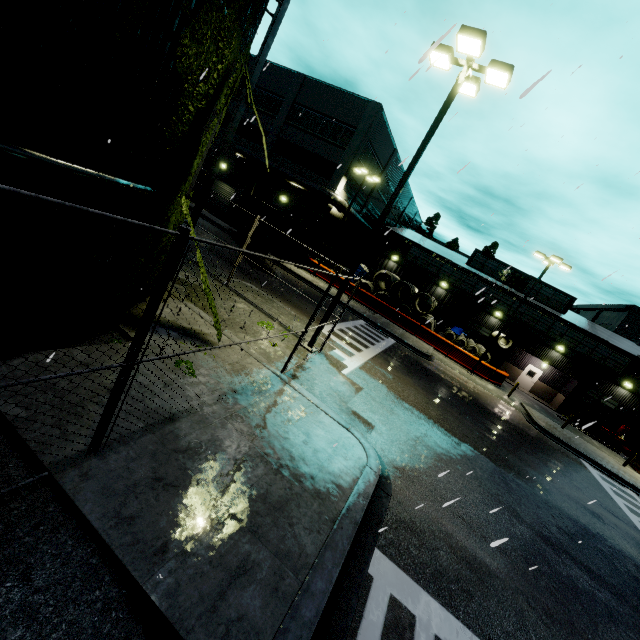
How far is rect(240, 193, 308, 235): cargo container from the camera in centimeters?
1954cm

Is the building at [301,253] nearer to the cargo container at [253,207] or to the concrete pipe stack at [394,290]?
the concrete pipe stack at [394,290]

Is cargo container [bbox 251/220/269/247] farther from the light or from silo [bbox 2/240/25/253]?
the light

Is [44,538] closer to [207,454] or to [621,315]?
[207,454]

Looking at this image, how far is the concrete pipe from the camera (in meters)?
30.67

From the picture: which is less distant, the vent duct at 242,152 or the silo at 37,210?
the silo at 37,210

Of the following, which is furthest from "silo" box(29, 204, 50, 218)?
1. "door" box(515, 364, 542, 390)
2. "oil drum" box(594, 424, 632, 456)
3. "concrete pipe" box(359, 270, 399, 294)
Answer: "oil drum" box(594, 424, 632, 456)

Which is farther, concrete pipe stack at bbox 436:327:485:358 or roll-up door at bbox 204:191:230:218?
roll-up door at bbox 204:191:230:218
